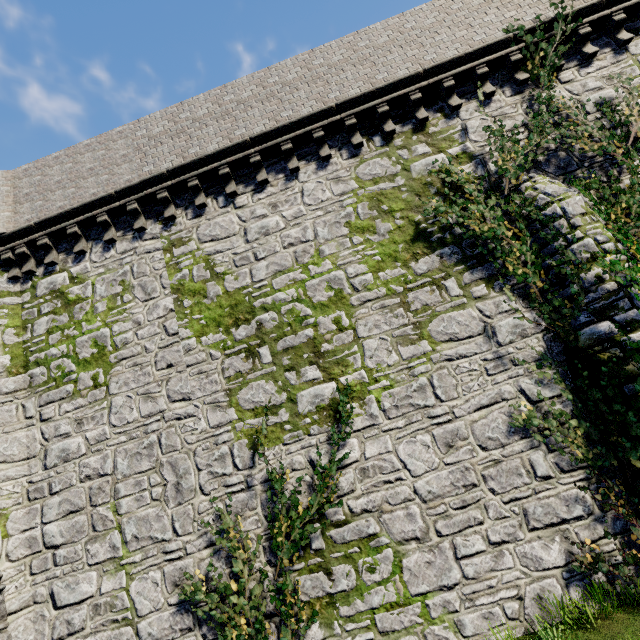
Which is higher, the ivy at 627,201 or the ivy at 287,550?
the ivy at 627,201

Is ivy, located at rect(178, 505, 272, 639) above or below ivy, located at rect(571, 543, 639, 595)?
above

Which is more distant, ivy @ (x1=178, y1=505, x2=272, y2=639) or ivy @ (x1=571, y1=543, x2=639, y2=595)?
ivy @ (x1=178, y1=505, x2=272, y2=639)

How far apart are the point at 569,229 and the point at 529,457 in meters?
5.2

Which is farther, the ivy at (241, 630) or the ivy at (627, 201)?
the ivy at (627, 201)

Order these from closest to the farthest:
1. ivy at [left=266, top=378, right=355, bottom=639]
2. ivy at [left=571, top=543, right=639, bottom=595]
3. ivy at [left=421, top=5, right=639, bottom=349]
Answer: ivy at [left=571, top=543, right=639, bottom=595] < ivy at [left=266, top=378, right=355, bottom=639] < ivy at [left=421, top=5, right=639, bottom=349]

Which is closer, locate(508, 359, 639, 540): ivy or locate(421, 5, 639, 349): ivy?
locate(508, 359, 639, 540): ivy
